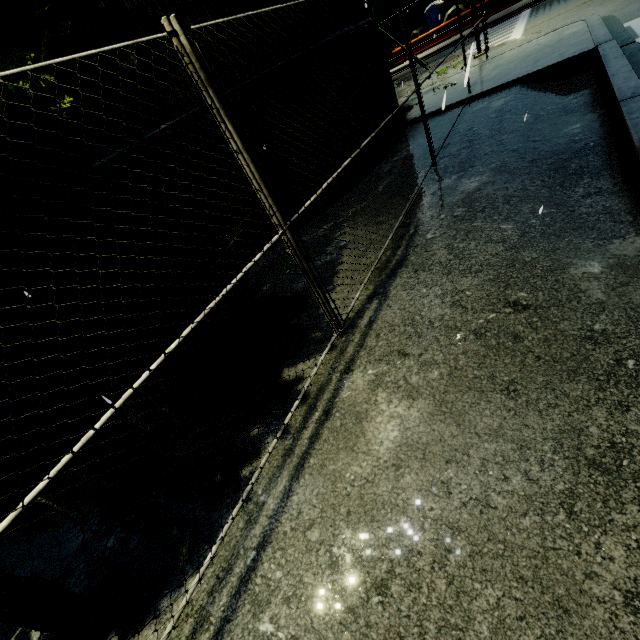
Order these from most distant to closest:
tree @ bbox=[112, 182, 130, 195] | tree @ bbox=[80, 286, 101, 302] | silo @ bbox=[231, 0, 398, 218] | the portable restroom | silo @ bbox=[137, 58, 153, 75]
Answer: the portable restroom < silo @ bbox=[231, 0, 398, 218] < silo @ bbox=[137, 58, 153, 75] < tree @ bbox=[112, 182, 130, 195] < tree @ bbox=[80, 286, 101, 302]

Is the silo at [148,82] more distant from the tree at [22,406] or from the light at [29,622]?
the light at [29,622]

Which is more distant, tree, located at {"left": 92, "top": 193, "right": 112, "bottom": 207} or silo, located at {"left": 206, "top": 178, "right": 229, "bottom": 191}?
silo, located at {"left": 206, "top": 178, "right": 229, "bottom": 191}

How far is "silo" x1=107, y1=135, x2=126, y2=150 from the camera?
5.6 meters

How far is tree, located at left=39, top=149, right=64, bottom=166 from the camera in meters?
2.5 m

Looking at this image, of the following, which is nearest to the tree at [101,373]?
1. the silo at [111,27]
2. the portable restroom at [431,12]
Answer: the silo at [111,27]

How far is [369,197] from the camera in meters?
7.2

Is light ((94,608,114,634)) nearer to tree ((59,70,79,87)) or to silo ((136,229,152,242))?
tree ((59,70,79,87))
